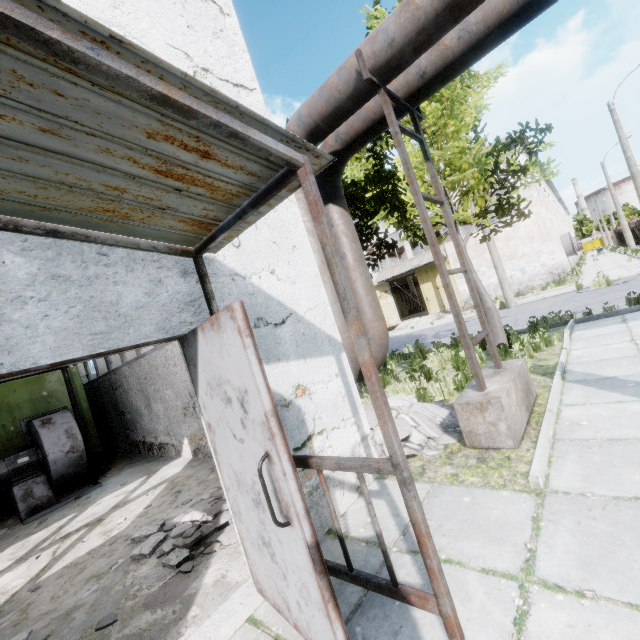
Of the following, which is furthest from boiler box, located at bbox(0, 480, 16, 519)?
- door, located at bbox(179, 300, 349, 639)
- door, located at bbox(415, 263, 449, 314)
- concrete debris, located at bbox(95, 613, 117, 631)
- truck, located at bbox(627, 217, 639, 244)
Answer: truck, located at bbox(627, 217, 639, 244)

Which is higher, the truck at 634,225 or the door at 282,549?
the truck at 634,225

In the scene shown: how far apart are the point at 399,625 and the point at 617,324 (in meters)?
8.51

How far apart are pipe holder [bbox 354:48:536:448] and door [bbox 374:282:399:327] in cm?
2228

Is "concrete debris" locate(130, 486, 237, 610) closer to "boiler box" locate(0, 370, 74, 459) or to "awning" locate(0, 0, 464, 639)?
"awning" locate(0, 0, 464, 639)

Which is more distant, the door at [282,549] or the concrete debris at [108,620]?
the concrete debris at [108,620]

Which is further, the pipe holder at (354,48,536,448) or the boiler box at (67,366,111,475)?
the boiler box at (67,366,111,475)

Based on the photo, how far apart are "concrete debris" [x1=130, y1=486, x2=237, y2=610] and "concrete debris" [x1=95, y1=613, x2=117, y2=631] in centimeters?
20cm
